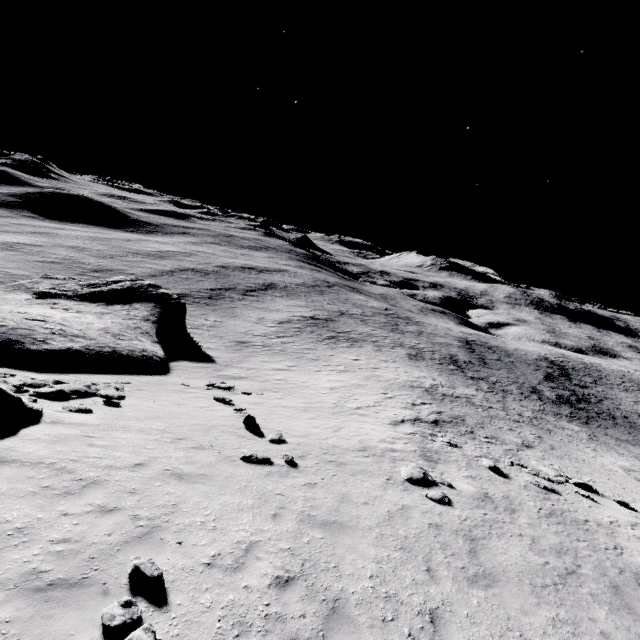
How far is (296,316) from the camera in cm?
5562

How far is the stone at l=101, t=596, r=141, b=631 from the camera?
4.71m

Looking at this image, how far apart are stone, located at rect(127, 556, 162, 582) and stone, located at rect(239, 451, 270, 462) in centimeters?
519cm

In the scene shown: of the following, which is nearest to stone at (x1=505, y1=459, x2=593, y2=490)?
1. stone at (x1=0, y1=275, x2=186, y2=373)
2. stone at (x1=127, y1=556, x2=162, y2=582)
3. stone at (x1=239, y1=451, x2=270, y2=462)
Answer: stone at (x1=239, y1=451, x2=270, y2=462)

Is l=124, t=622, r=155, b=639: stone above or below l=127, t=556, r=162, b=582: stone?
above

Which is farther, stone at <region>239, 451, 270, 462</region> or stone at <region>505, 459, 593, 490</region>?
stone at <region>505, 459, 593, 490</region>

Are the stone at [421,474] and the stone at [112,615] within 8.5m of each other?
no

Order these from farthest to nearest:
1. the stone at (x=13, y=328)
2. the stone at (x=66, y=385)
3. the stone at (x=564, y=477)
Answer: the stone at (x=13, y=328), the stone at (x=564, y=477), the stone at (x=66, y=385)
